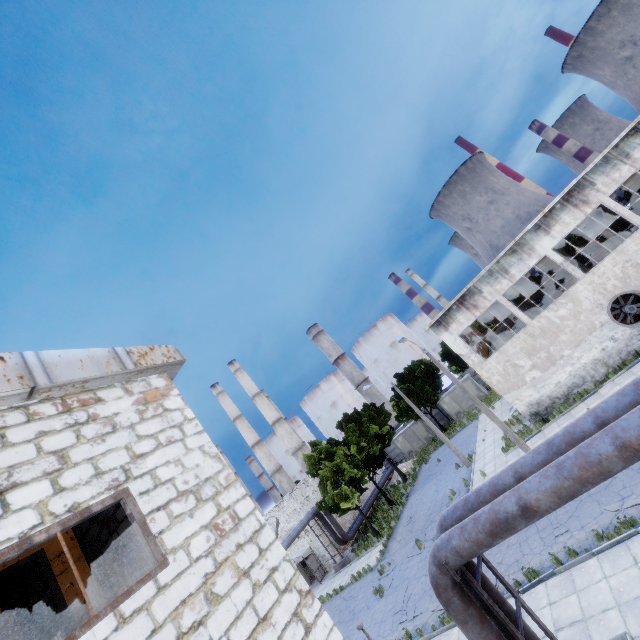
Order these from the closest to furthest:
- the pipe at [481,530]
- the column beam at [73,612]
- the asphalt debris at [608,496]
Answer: the pipe at [481,530], the column beam at [73,612], the asphalt debris at [608,496]

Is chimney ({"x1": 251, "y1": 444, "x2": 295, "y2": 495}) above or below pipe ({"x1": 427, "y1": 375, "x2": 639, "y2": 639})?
above

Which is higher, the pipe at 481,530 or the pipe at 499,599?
the pipe at 481,530

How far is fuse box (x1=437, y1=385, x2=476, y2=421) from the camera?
41.7m

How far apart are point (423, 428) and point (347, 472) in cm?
1884

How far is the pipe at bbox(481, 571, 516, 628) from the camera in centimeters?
689cm

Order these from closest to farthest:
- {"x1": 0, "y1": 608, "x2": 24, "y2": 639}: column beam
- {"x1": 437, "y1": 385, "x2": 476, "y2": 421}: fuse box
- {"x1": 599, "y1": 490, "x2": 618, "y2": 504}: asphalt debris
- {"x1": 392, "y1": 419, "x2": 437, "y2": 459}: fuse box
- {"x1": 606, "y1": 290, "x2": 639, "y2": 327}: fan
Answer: {"x1": 0, "y1": 608, "x2": 24, "y2": 639}: column beam < {"x1": 599, "y1": 490, "x2": 618, "y2": 504}: asphalt debris < {"x1": 606, "y1": 290, "x2": 639, "y2": 327}: fan < {"x1": 437, "y1": 385, "x2": 476, "y2": 421}: fuse box < {"x1": 392, "y1": 419, "x2": 437, "y2": 459}: fuse box

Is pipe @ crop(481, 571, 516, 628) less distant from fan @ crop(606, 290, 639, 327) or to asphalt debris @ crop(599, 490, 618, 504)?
asphalt debris @ crop(599, 490, 618, 504)
